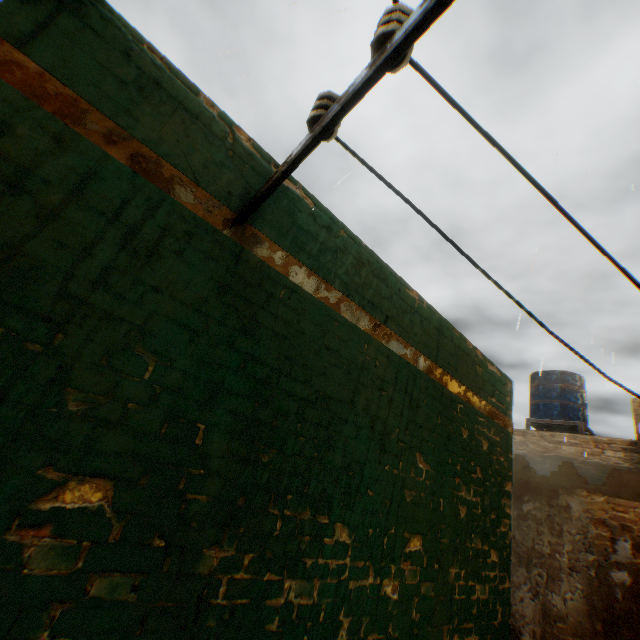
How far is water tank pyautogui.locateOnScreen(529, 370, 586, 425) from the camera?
10.6 meters

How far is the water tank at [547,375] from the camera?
10.6m

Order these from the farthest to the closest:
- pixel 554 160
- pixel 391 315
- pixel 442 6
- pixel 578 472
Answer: pixel 578 472, pixel 554 160, pixel 391 315, pixel 442 6

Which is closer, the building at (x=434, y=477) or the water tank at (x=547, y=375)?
the building at (x=434, y=477)

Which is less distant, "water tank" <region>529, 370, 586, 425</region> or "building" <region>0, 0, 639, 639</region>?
"building" <region>0, 0, 639, 639</region>

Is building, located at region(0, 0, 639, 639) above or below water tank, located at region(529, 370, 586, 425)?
below
